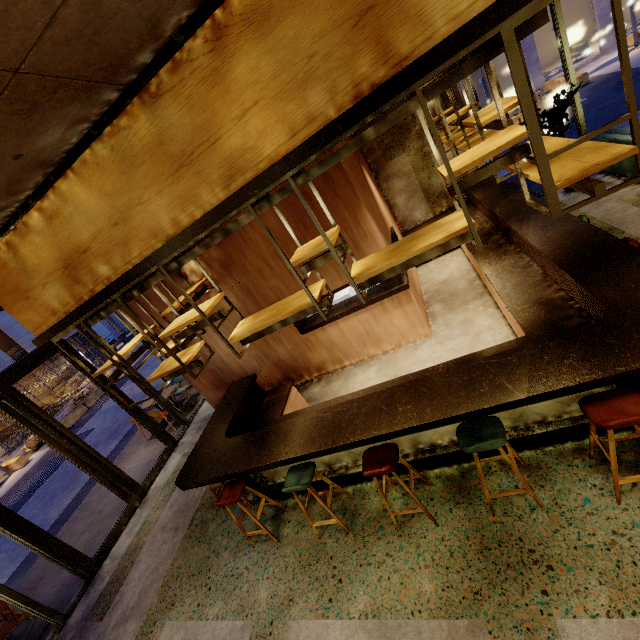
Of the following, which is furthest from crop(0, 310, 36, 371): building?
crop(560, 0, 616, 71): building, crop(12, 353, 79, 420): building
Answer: crop(560, 0, 616, 71): building

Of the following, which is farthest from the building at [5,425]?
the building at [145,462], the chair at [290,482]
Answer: the chair at [290,482]

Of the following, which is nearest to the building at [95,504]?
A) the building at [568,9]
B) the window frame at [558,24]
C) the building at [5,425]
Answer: the window frame at [558,24]

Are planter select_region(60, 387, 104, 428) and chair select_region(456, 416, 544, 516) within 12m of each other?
no

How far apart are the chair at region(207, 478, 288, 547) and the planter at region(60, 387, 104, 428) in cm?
1779

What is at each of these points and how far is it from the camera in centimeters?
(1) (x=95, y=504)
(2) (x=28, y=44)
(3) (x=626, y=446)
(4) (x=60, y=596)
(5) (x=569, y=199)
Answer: (1) building, 786cm
(2) building, 140cm
(3) building, 300cm
(4) building, 578cm
(5) building, 708cm

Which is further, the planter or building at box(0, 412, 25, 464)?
building at box(0, 412, 25, 464)

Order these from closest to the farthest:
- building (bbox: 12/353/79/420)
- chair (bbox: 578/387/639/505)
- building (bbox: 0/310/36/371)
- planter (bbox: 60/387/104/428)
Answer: chair (bbox: 578/387/639/505) → planter (bbox: 60/387/104/428) → building (bbox: 0/310/36/371) → building (bbox: 12/353/79/420)
